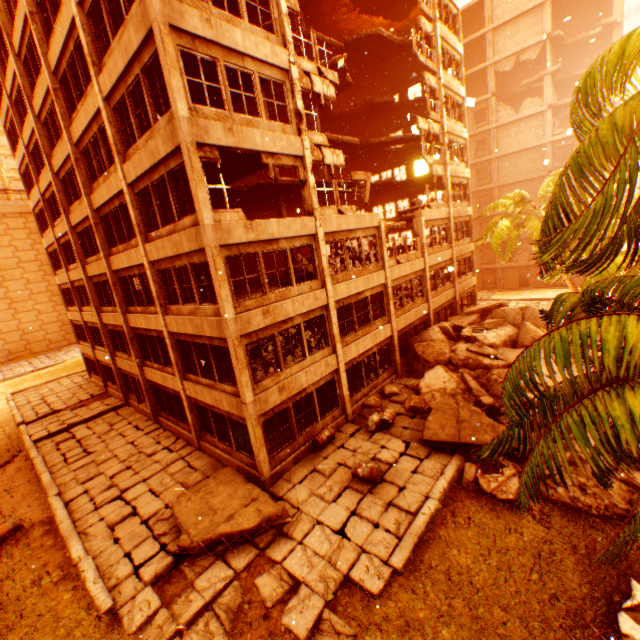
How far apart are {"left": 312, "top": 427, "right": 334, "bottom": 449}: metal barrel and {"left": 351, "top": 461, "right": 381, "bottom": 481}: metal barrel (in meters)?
2.06

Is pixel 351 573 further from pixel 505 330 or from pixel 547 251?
pixel 505 330

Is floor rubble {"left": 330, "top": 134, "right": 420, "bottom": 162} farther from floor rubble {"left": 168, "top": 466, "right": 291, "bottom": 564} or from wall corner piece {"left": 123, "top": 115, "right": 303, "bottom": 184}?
floor rubble {"left": 168, "top": 466, "right": 291, "bottom": 564}

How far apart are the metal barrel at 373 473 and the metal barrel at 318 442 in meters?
2.1 m

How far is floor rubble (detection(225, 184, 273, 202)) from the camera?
17.9m

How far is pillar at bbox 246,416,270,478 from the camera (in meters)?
11.33

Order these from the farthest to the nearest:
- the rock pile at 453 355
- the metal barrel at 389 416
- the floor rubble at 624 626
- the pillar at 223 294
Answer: the rock pile at 453 355, the metal barrel at 389 416, the pillar at 223 294, the floor rubble at 624 626

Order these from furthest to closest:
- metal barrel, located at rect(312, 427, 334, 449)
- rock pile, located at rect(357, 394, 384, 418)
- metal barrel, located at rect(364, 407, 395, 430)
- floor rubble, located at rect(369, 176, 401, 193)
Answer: floor rubble, located at rect(369, 176, 401, 193), rock pile, located at rect(357, 394, 384, 418), metal barrel, located at rect(364, 407, 395, 430), metal barrel, located at rect(312, 427, 334, 449)
